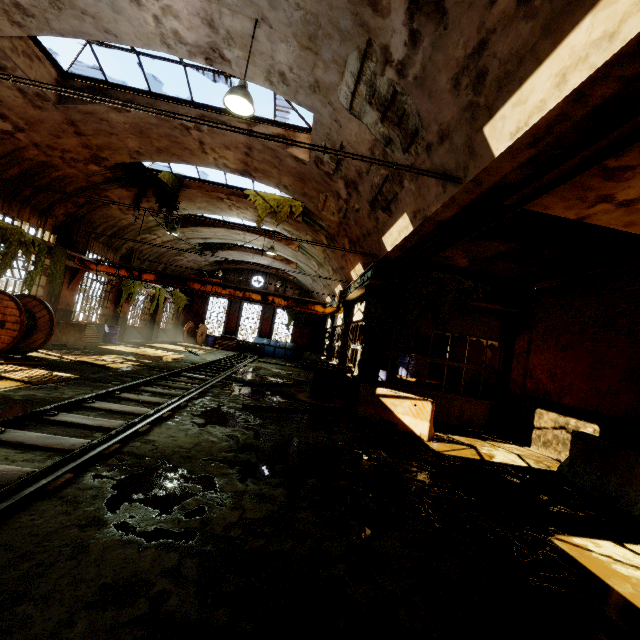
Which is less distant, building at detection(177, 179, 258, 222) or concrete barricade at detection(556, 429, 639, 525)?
concrete barricade at detection(556, 429, 639, 525)

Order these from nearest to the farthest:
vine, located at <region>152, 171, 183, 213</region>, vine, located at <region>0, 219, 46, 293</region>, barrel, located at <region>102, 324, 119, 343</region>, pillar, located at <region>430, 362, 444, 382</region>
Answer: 1. vine, located at <region>0, 219, 46, 293</region>
2. vine, located at <region>152, 171, 183, 213</region>
3. pillar, located at <region>430, 362, 444, 382</region>
4. barrel, located at <region>102, 324, 119, 343</region>

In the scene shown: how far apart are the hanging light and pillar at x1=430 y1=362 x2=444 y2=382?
13.0m

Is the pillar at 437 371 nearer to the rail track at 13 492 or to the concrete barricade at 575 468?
the concrete barricade at 575 468

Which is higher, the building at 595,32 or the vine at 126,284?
the building at 595,32

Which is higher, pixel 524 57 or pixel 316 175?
pixel 316 175

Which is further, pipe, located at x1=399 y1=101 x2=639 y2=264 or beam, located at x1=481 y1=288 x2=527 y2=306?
beam, located at x1=481 y1=288 x2=527 y2=306

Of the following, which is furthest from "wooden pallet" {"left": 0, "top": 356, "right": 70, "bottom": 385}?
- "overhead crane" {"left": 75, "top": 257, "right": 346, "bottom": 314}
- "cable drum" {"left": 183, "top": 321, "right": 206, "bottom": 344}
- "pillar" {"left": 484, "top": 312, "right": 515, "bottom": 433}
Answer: "cable drum" {"left": 183, "top": 321, "right": 206, "bottom": 344}
